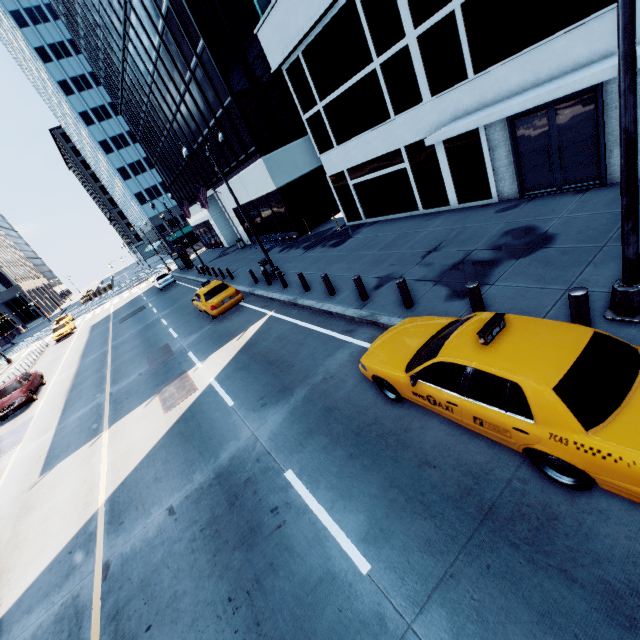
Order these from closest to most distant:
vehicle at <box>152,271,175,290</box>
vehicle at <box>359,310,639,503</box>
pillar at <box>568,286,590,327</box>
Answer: vehicle at <box>359,310,639,503</box>
pillar at <box>568,286,590,327</box>
vehicle at <box>152,271,175,290</box>

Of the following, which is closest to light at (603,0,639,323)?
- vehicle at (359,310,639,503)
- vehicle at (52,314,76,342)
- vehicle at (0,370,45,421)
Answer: vehicle at (359,310,639,503)

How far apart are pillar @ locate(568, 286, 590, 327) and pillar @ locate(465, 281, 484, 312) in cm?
163

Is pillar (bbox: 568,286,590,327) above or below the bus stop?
below

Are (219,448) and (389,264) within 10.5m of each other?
yes

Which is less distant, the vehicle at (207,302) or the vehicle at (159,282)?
the vehicle at (207,302)

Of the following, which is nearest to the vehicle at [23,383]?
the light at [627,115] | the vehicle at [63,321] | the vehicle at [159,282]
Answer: the vehicle at [159,282]

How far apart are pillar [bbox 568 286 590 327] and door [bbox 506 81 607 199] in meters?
7.2 m
